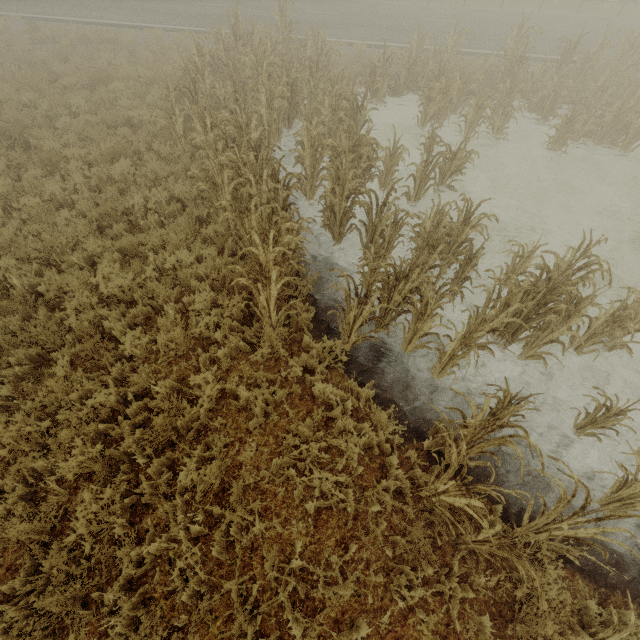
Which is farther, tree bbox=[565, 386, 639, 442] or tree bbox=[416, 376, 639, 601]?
tree bbox=[565, 386, 639, 442]

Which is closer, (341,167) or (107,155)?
(341,167)

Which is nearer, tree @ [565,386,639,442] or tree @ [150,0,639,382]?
tree @ [565,386,639,442]

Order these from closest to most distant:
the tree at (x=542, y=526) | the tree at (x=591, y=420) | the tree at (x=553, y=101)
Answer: the tree at (x=542, y=526) → the tree at (x=591, y=420) → the tree at (x=553, y=101)

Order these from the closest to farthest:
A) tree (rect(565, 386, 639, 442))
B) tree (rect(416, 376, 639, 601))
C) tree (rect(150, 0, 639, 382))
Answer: tree (rect(416, 376, 639, 601)) → tree (rect(565, 386, 639, 442)) → tree (rect(150, 0, 639, 382))

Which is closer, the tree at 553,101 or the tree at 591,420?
the tree at 591,420
